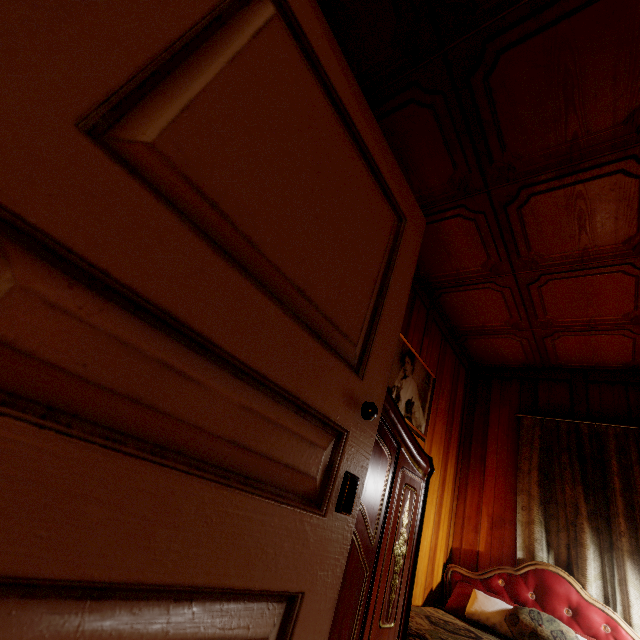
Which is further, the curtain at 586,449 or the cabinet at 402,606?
the curtain at 586,449

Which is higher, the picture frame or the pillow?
the picture frame

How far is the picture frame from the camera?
2.54m

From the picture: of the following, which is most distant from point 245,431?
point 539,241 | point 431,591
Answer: point 431,591

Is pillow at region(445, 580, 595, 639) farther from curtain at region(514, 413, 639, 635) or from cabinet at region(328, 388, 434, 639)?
cabinet at region(328, 388, 434, 639)

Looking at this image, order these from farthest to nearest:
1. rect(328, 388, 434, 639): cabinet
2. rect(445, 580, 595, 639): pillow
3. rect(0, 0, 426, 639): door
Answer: rect(445, 580, 595, 639): pillow < rect(328, 388, 434, 639): cabinet < rect(0, 0, 426, 639): door

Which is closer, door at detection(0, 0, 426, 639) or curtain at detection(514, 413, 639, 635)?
door at detection(0, 0, 426, 639)

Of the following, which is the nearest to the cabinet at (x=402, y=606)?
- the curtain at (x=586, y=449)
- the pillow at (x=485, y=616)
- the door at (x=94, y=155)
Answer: the door at (x=94, y=155)
